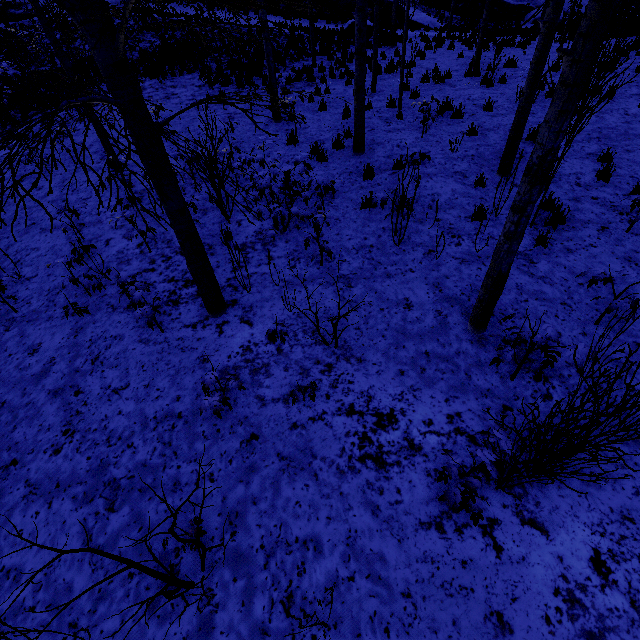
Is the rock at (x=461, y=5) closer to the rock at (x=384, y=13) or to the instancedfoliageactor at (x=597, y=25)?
the rock at (x=384, y=13)

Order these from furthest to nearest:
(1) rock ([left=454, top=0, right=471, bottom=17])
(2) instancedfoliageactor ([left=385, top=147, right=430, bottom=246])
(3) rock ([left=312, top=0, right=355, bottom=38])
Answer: (1) rock ([left=454, top=0, right=471, bottom=17]) → (3) rock ([left=312, top=0, right=355, bottom=38]) → (2) instancedfoliageactor ([left=385, top=147, right=430, bottom=246])

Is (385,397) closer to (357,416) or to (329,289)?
(357,416)

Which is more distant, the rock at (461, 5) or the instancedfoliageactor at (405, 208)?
the rock at (461, 5)

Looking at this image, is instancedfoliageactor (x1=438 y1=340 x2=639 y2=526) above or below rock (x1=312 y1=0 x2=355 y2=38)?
below

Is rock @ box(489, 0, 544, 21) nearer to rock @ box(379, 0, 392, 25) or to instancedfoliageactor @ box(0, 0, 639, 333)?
rock @ box(379, 0, 392, 25)

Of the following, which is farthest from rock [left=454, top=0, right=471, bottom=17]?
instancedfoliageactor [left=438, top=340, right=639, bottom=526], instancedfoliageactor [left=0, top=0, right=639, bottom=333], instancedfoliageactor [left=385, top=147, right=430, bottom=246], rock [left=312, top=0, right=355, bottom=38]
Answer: instancedfoliageactor [left=438, top=340, right=639, bottom=526]
